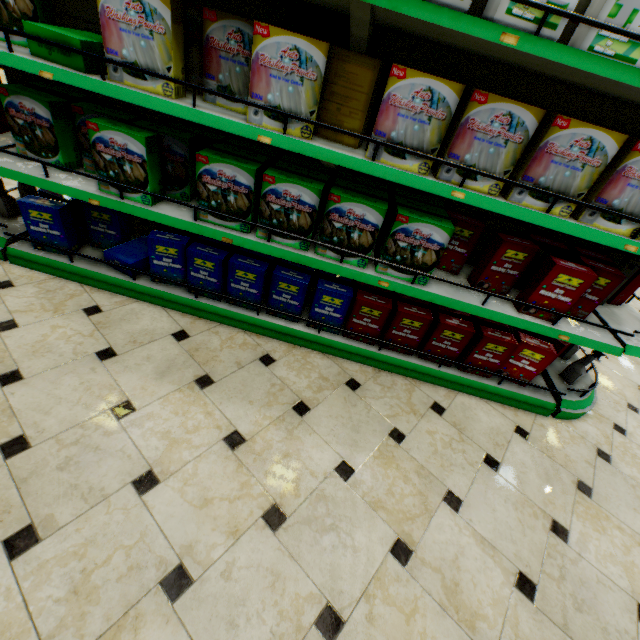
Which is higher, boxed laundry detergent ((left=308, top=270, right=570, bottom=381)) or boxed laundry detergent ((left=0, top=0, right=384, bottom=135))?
boxed laundry detergent ((left=0, top=0, right=384, bottom=135))

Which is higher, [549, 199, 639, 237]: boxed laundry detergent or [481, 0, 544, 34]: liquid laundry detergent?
[481, 0, 544, 34]: liquid laundry detergent

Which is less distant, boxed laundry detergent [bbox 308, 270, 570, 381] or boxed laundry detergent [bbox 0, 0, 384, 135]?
boxed laundry detergent [bbox 0, 0, 384, 135]

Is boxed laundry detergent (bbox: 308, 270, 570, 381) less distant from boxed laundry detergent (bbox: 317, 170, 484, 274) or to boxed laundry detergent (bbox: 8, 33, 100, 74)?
boxed laundry detergent (bbox: 317, 170, 484, 274)

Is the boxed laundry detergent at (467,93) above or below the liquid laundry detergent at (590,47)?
below

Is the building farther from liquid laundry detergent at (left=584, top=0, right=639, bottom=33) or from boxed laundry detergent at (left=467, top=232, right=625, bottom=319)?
liquid laundry detergent at (left=584, top=0, right=639, bottom=33)

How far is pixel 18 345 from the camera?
1.88m

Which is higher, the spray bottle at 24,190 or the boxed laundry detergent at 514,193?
the boxed laundry detergent at 514,193
